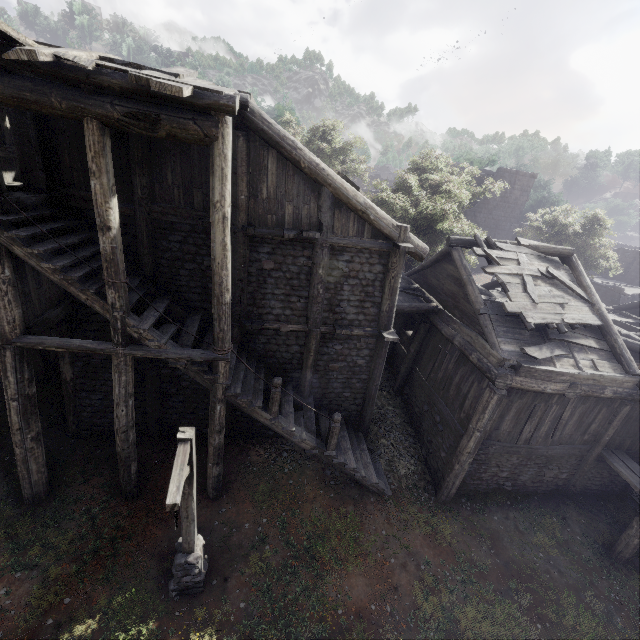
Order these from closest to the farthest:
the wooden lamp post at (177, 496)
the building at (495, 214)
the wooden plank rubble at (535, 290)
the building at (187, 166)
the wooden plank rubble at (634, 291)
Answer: the wooden lamp post at (177, 496) < the building at (187, 166) < the wooden plank rubble at (535, 290) < the wooden plank rubble at (634, 291) < the building at (495, 214)

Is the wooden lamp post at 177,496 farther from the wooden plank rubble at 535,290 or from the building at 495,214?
the wooden plank rubble at 535,290

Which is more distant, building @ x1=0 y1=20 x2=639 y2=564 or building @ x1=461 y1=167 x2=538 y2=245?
building @ x1=461 y1=167 x2=538 y2=245

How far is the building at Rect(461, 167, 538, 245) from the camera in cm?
2984

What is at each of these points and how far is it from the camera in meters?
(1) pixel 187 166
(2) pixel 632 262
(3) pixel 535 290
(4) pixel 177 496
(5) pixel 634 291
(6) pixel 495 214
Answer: (1) building, 8.2
(2) building, 31.0
(3) wooden plank rubble, 11.0
(4) wooden lamp post, 5.1
(5) wooden plank rubble, 27.2
(6) building, 31.2

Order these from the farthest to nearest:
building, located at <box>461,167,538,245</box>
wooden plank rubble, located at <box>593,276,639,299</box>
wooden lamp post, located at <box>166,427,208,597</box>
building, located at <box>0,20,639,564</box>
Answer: building, located at <box>461,167,538,245</box>
wooden plank rubble, located at <box>593,276,639,299</box>
building, located at <box>0,20,639,564</box>
wooden lamp post, located at <box>166,427,208,597</box>

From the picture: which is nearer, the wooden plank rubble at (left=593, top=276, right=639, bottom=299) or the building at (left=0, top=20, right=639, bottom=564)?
the building at (left=0, top=20, right=639, bottom=564)

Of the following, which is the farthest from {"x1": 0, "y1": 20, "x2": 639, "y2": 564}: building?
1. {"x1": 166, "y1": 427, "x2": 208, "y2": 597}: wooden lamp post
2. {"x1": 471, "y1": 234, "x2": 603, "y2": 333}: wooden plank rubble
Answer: {"x1": 166, "y1": 427, "x2": 208, "y2": 597}: wooden lamp post
